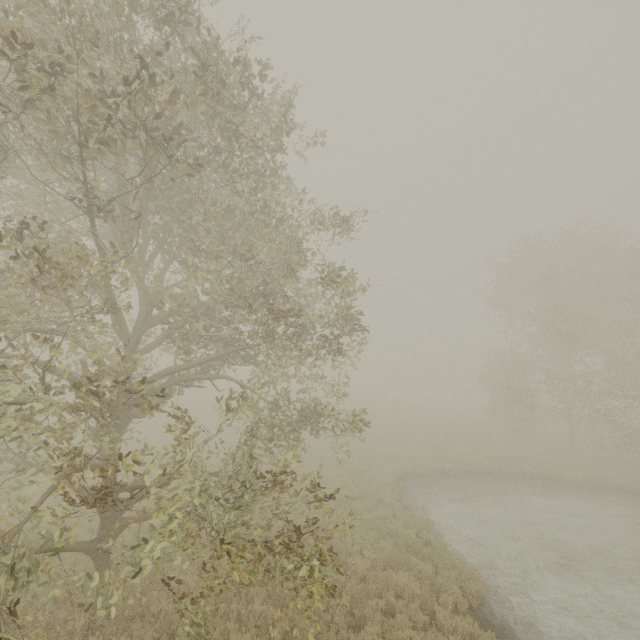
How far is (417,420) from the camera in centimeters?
3189cm
